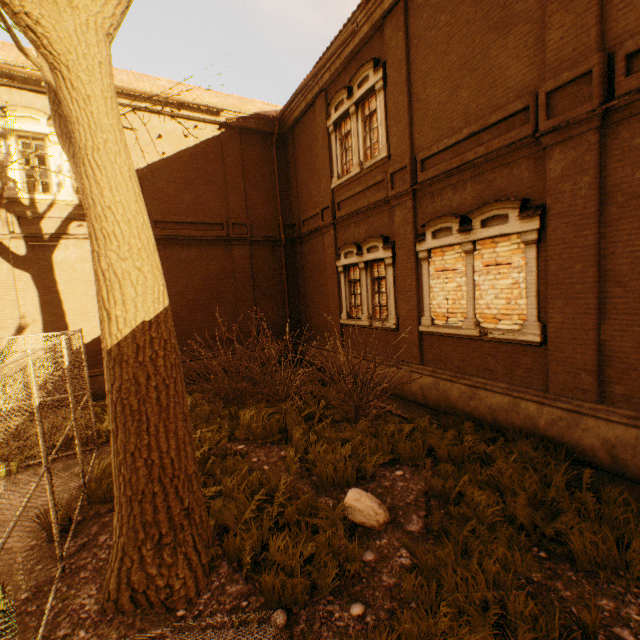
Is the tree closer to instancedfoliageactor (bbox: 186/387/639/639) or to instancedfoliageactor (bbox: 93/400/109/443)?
instancedfoliageactor (bbox: 93/400/109/443)

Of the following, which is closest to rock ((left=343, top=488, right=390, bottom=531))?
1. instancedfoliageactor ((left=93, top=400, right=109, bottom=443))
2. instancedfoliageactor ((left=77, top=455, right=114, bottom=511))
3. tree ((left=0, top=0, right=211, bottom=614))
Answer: instancedfoliageactor ((left=77, top=455, right=114, bottom=511))

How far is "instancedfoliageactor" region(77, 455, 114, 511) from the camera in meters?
5.6 m

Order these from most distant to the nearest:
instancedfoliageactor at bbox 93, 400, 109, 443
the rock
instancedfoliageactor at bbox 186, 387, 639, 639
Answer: instancedfoliageactor at bbox 93, 400, 109, 443 < the rock < instancedfoliageactor at bbox 186, 387, 639, 639

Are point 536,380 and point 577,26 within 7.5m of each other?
yes

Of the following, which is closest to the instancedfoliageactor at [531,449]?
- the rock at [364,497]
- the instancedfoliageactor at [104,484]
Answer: the rock at [364,497]

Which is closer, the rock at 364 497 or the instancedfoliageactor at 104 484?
the rock at 364 497

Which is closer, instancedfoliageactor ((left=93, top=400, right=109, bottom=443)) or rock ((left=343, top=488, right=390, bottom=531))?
rock ((left=343, top=488, right=390, bottom=531))
